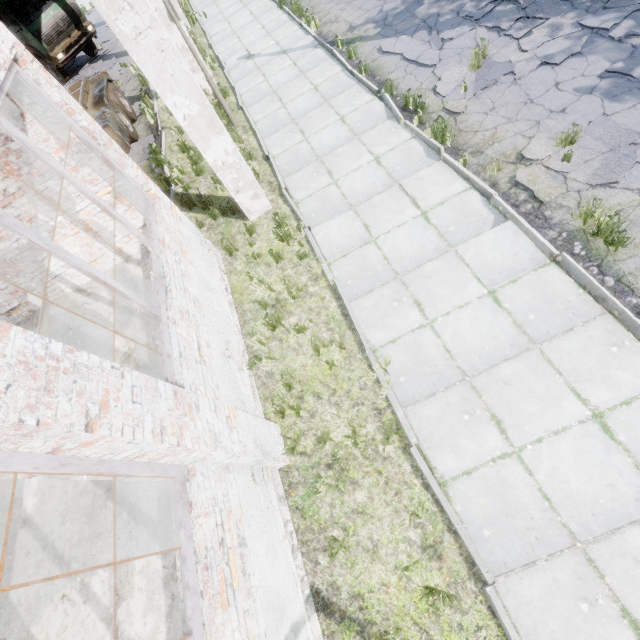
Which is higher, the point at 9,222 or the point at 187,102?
the point at 9,222

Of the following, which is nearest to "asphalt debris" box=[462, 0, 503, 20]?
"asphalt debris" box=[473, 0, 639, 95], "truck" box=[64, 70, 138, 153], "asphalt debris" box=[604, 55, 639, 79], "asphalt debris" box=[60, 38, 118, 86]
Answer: "asphalt debris" box=[473, 0, 639, 95]

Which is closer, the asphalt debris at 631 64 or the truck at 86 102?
the asphalt debris at 631 64

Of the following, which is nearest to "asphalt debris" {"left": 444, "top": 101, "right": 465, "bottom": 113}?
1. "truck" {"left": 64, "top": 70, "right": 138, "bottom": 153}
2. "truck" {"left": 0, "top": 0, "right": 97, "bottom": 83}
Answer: "truck" {"left": 64, "top": 70, "right": 138, "bottom": 153}

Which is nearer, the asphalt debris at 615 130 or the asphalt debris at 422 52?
the asphalt debris at 615 130

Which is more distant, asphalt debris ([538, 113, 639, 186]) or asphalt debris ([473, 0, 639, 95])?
asphalt debris ([473, 0, 639, 95])

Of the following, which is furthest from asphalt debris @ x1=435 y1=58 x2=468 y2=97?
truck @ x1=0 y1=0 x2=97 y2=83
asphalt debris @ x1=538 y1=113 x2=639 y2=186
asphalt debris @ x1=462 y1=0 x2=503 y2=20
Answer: truck @ x1=0 y1=0 x2=97 y2=83

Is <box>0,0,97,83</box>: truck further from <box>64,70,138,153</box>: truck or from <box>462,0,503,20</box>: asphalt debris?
<box>462,0,503,20</box>: asphalt debris
